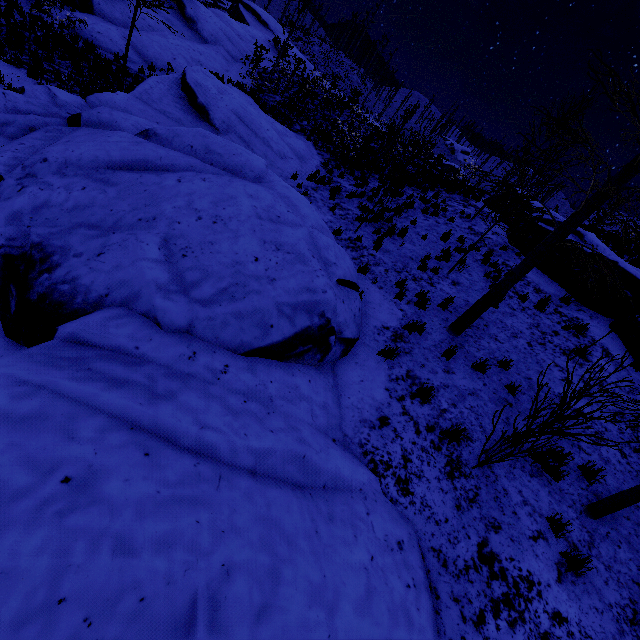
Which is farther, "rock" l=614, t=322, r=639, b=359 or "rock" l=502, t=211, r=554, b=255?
"rock" l=502, t=211, r=554, b=255

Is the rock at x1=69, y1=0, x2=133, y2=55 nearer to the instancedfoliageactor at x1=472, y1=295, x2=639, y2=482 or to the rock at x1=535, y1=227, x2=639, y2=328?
the instancedfoliageactor at x1=472, y1=295, x2=639, y2=482

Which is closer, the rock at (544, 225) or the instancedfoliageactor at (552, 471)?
the instancedfoliageactor at (552, 471)

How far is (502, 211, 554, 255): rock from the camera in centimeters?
1297cm

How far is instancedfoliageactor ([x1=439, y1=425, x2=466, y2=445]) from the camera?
5.3 meters

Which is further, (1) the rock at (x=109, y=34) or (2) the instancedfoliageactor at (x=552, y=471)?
(1) the rock at (x=109, y=34)

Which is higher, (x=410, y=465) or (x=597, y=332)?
(x=597, y=332)
